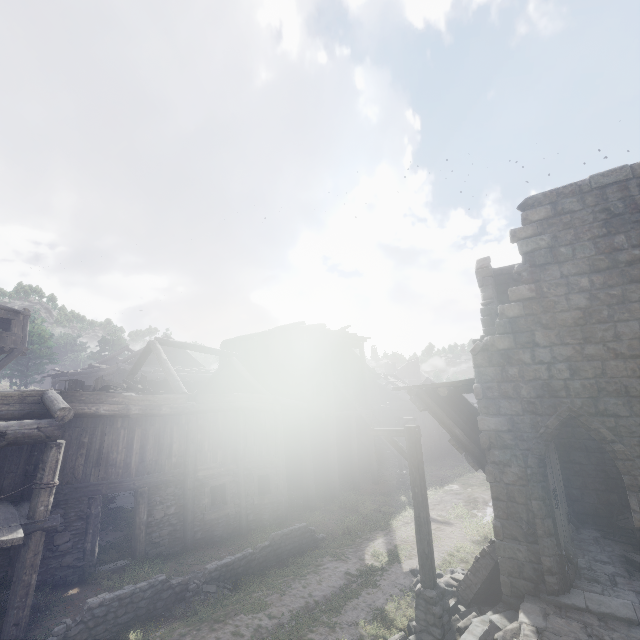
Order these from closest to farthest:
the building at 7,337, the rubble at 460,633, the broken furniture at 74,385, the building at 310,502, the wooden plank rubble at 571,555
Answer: the rubble at 460,633
the wooden plank rubble at 571,555
the building at 310,502
the broken furniture at 74,385
the building at 7,337

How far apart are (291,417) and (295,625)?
11.1 meters

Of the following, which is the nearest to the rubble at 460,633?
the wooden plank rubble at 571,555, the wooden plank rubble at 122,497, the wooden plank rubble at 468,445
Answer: the wooden plank rubble at 571,555

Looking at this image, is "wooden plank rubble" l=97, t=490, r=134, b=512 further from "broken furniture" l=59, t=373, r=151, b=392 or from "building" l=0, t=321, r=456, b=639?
"broken furniture" l=59, t=373, r=151, b=392

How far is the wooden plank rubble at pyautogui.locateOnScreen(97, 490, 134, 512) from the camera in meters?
15.3 m

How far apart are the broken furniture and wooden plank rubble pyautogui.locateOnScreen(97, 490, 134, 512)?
4.77m

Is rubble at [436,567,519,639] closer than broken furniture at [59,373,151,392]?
Yes

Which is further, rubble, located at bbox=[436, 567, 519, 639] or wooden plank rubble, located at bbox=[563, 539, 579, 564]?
wooden plank rubble, located at bbox=[563, 539, 579, 564]
